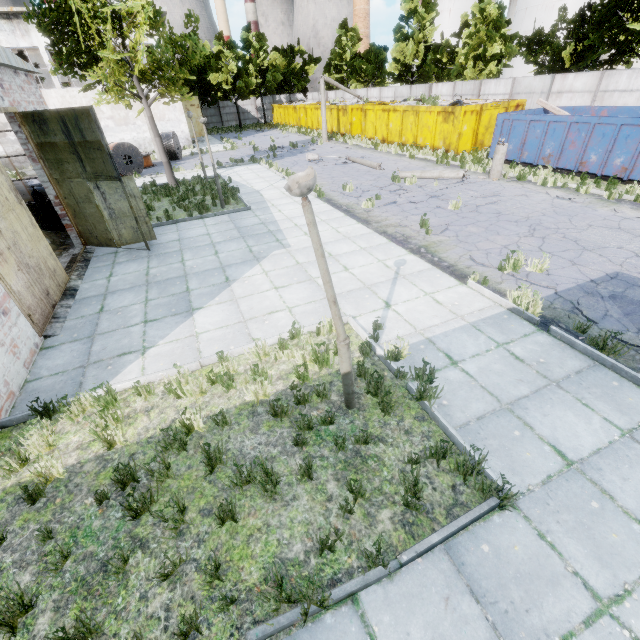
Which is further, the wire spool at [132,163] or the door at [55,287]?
the wire spool at [132,163]

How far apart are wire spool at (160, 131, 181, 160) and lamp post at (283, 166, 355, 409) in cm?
2723

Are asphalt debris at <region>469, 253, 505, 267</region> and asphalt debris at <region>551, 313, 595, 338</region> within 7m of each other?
yes

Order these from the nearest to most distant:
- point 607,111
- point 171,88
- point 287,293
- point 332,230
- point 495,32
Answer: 1. point 287,293
2. point 332,230
3. point 171,88
4. point 607,111
5. point 495,32

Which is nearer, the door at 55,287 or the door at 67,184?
the door at 55,287

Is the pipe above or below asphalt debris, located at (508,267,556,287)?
above

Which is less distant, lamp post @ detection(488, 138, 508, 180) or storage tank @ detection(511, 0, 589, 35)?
lamp post @ detection(488, 138, 508, 180)

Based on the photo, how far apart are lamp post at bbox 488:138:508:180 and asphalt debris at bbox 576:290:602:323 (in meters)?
10.32
